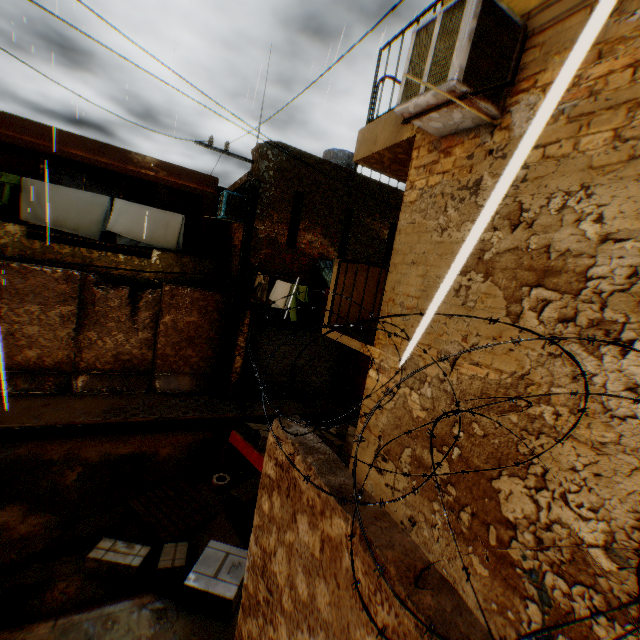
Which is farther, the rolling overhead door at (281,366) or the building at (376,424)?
the rolling overhead door at (281,366)

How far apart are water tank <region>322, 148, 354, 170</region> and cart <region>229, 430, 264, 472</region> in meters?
10.2 m

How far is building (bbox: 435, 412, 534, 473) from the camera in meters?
2.7 m

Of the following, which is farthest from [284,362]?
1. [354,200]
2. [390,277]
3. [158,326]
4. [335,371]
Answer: [390,277]

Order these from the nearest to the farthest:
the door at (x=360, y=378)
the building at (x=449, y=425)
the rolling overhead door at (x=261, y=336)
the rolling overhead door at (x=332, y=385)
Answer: the building at (x=449, y=425) → the rolling overhead door at (x=261, y=336) → the rolling overhead door at (x=332, y=385) → the door at (x=360, y=378)

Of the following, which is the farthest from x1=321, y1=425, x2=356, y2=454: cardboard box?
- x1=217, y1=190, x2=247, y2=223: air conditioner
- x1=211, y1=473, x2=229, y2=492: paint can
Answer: x1=217, y1=190, x2=247, y2=223: air conditioner

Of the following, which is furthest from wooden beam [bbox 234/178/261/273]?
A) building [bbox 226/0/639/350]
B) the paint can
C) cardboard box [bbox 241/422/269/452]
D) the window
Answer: the paint can
